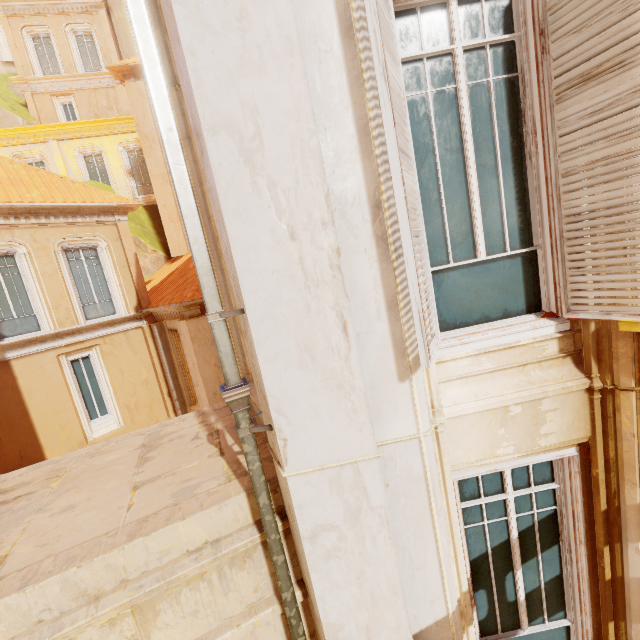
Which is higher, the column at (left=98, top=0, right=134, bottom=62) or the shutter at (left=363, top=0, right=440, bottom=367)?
the column at (left=98, top=0, right=134, bottom=62)

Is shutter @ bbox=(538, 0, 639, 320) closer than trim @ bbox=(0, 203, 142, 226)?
Yes

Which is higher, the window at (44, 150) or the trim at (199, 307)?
the window at (44, 150)

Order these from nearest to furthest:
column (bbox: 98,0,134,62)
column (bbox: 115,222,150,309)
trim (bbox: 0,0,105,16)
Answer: column (bbox: 115,222,150,309), trim (bbox: 0,0,105,16), column (bbox: 98,0,134,62)

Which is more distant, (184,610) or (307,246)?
(184,610)

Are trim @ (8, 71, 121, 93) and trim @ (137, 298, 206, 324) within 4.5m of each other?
no

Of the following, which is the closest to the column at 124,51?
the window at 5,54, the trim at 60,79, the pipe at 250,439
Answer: the trim at 60,79

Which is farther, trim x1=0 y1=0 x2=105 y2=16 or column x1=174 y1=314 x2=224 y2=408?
trim x1=0 y1=0 x2=105 y2=16
